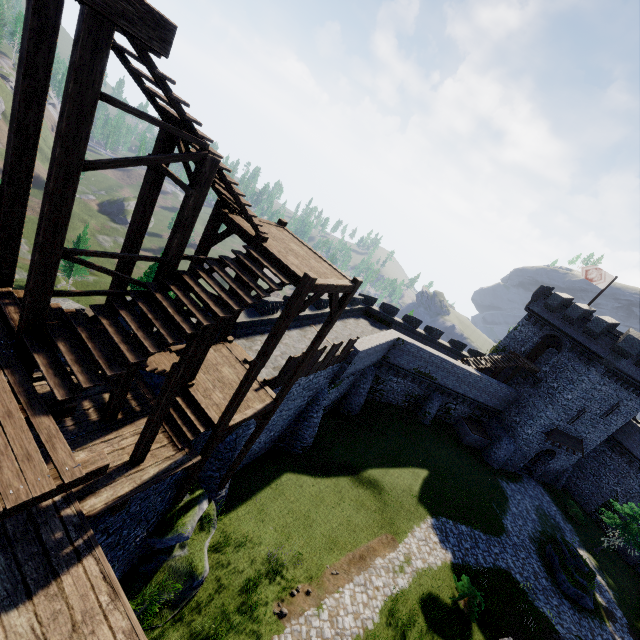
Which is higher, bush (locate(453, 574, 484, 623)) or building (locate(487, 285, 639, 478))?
building (locate(487, 285, 639, 478))

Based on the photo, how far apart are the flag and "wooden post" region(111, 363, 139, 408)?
37.62m

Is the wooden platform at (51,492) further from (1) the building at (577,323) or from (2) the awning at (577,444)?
(2) the awning at (577,444)

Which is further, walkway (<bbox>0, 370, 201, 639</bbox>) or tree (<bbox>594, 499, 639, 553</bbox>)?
tree (<bbox>594, 499, 639, 553</bbox>)

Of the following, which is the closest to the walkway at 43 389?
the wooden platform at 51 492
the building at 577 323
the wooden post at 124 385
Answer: the wooden post at 124 385

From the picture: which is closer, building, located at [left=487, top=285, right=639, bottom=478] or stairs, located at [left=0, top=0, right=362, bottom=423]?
stairs, located at [left=0, top=0, right=362, bottom=423]

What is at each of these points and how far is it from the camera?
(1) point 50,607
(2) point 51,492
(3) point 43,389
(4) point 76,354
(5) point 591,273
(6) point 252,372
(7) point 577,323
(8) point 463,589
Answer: (1) walkway, 5.96m
(2) wooden platform, 4.65m
(3) walkway, 9.20m
(4) stairs, 5.98m
(5) flag, 30.88m
(6) wooden post, 9.32m
(7) building, 30.89m
(8) bush, 17.45m

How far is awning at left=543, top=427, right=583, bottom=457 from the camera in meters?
31.5
